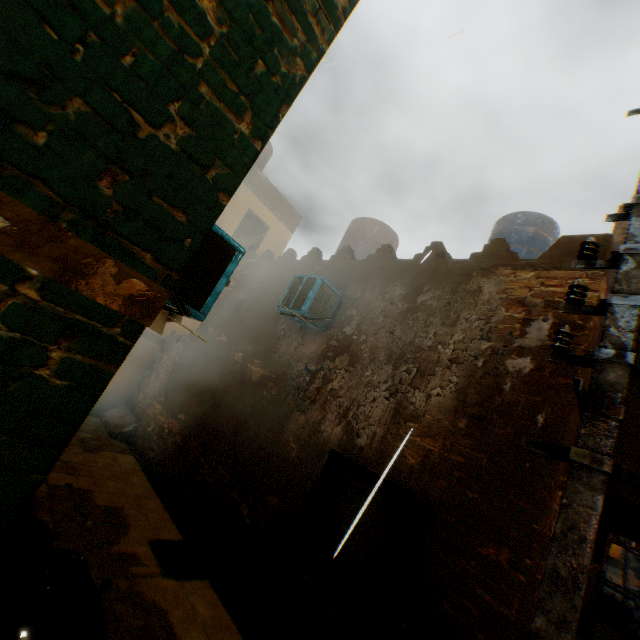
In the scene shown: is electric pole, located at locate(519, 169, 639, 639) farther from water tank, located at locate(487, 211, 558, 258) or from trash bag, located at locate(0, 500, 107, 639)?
water tank, located at locate(487, 211, 558, 258)

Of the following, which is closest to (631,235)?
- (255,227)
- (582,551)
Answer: (582,551)

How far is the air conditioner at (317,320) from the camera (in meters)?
5.80

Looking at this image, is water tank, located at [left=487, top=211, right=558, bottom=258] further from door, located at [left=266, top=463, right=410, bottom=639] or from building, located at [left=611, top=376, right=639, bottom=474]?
door, located at [left=266, top=463, right=410, bottom=639]

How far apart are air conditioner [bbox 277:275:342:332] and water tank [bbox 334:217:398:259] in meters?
2.5

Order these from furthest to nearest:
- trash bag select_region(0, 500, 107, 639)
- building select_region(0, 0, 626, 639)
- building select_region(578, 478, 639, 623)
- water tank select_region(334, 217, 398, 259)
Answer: water tank select_region(334, 217, 398, 259) → building select_region(578, 478, 639, 623) → trash bag select_region(0, 500, 107, 639) → building select_region(0, 0, 626, 639)

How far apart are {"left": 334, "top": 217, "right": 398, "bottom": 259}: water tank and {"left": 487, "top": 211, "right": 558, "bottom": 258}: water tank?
Result: 2.3m

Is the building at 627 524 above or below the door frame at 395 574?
above
